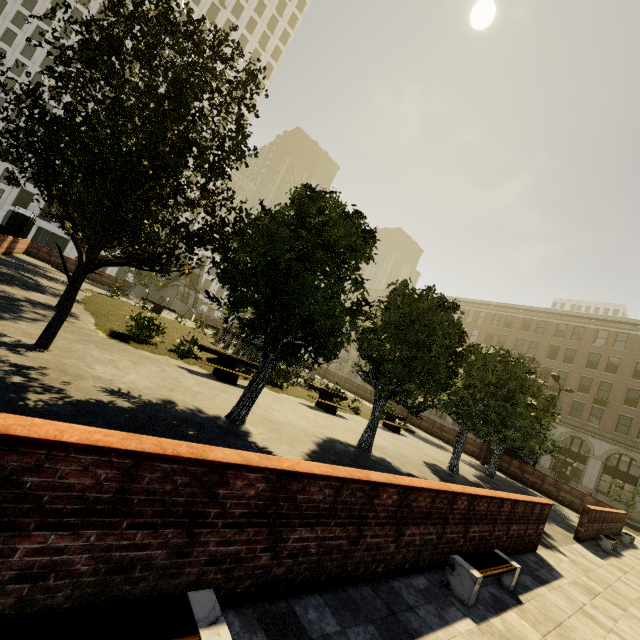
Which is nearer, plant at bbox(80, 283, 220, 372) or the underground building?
plant at bbox(80, 283, 220, 372)

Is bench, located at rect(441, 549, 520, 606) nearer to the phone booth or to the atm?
the atm

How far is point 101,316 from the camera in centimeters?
1292cm

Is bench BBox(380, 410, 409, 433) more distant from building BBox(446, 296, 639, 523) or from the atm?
the atm

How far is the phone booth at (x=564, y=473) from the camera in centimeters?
3415cm

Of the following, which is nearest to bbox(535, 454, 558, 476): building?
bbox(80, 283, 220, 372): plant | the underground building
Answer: bbox(80, 283, 220, 372): plant

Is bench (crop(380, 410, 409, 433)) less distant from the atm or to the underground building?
the underground building

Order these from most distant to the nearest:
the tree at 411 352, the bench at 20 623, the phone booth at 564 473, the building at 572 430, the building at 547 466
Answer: the building at 547 466
the phone booth at 564 473
the building at 572 430
the tree at 411 352
the bench at 20 623
